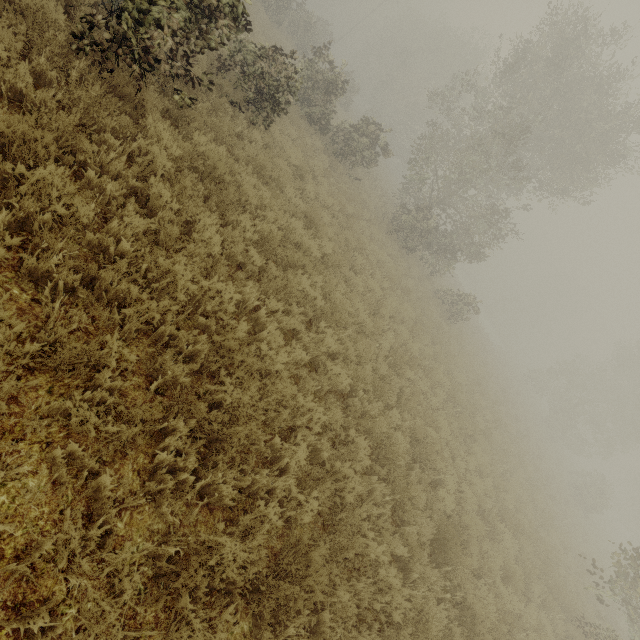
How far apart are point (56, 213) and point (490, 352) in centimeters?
3304cm
